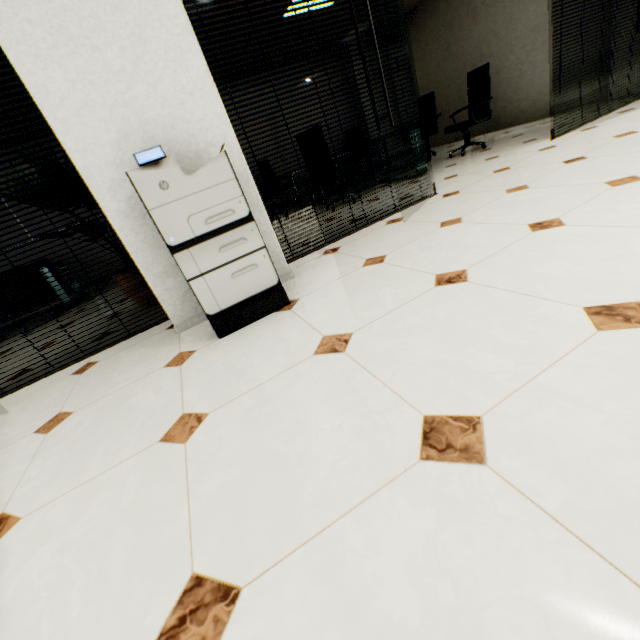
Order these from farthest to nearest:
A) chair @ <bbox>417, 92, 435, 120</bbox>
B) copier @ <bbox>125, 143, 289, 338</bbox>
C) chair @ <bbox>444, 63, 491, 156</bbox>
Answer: chair @ <bbox>417, 92, 435, 120</bbox>
chair @ <bbox>444, 63, 491, 156</bbox>
copier @ <bbox>125, 143, 289, 338</bbox>

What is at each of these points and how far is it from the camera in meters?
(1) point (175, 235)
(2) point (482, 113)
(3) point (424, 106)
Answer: (1) copier, 1.8 m
(2) chair, 5.3 m
(3) chair, 6.8 m

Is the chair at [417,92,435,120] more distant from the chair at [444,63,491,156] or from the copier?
the copier

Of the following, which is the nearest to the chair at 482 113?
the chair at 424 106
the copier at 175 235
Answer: the chair at 424 106

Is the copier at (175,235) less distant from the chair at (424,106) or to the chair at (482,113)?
the chair at (482,113)

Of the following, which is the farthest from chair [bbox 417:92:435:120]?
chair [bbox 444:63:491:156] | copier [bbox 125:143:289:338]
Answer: copier [bbox 125:143:289:338]

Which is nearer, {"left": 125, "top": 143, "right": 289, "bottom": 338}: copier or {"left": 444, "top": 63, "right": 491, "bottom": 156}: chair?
{"left": 125, "top": 143, "right": 289, "bottom": 338}: copier
